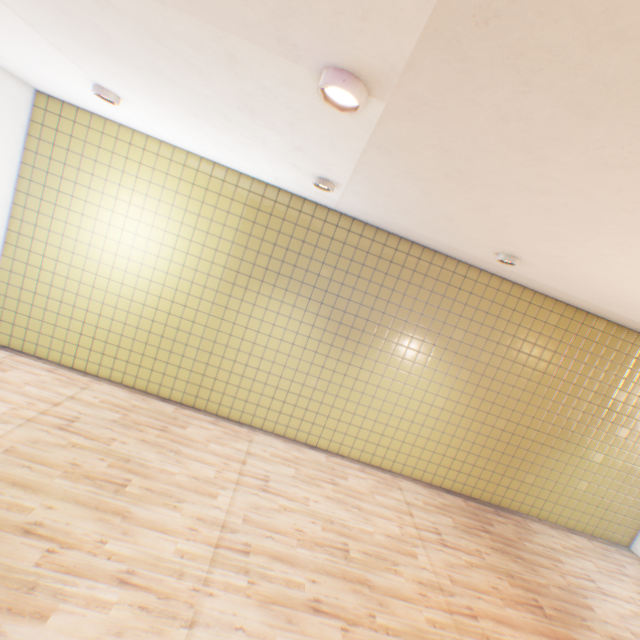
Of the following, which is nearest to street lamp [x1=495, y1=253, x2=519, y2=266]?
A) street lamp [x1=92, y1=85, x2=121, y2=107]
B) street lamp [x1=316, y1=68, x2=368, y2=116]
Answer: street lamp [x1=316, y1=68, x2=368, y2=116]

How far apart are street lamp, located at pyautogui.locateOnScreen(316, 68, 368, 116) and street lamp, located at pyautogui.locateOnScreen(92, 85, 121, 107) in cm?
327

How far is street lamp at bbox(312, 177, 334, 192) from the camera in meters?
3.9

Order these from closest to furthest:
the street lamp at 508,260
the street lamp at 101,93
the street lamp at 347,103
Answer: the street lamp at 347,103
the street lamp at 101,93
the street lamp at 508,260

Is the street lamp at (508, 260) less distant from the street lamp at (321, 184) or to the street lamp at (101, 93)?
the street lamp at (321, 184)

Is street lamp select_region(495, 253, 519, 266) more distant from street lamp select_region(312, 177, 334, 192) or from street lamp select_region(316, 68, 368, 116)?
street lamp select_region(316, 68, 368, 116)

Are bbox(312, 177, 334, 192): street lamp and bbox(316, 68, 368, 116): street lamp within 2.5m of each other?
yes

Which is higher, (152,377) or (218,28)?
(218,28)
